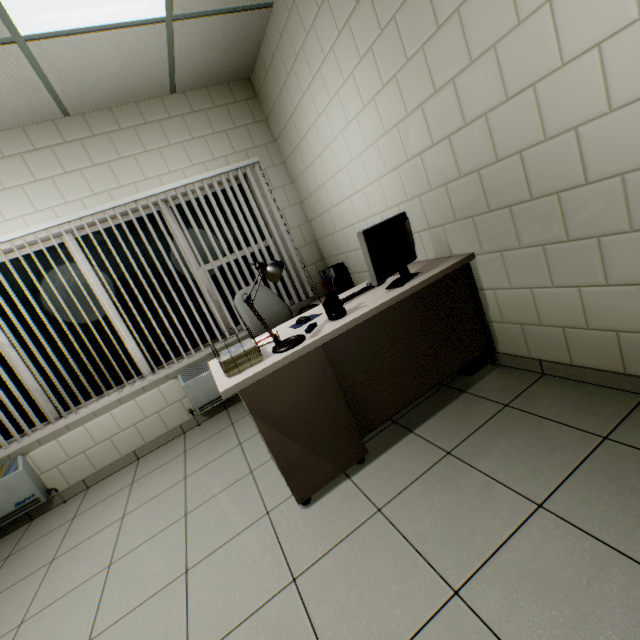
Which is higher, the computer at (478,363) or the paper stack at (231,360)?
the paper stack at (231,360)

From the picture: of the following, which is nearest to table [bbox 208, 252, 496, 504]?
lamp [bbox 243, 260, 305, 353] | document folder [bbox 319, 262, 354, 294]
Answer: lamp [bbox 243, 260, 305, 353]

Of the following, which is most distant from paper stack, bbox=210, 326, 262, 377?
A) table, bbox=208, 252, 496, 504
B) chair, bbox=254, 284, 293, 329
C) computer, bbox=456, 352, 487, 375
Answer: computer, bbox=456, 352, 487, 375

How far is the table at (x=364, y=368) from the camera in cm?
172

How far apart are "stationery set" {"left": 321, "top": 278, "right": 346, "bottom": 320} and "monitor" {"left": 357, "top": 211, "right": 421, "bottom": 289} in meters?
0.3 m

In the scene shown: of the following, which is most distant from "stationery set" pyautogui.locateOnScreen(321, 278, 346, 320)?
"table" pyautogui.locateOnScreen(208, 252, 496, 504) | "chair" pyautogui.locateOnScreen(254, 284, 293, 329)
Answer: "chair" pyautogui.locateOnScreen(254, 284, 293, 329)

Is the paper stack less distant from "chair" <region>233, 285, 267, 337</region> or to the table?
the table

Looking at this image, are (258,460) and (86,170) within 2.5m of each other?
no
